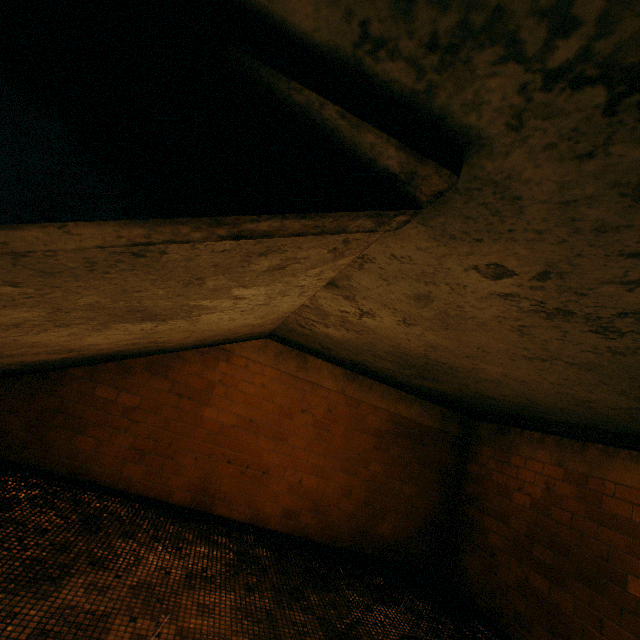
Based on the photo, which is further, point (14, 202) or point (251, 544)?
point (251, 544)
